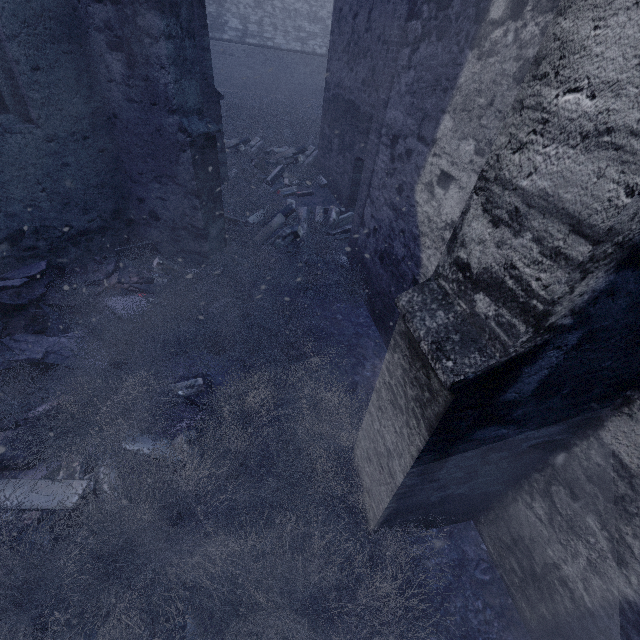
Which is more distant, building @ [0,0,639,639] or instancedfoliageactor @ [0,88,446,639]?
instancedfoliageactor @ [0,88,446,639]

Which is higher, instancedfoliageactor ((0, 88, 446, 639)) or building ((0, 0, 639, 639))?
building ((0, 0, 639, 639))

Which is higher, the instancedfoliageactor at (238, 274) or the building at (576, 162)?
the building at (576, 162)

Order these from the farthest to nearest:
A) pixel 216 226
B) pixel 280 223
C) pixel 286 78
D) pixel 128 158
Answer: pixel 286 78 → pixel 280 223 → pixel 216 226 → pixel 128 158

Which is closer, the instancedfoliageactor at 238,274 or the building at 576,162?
the building at 576,162
